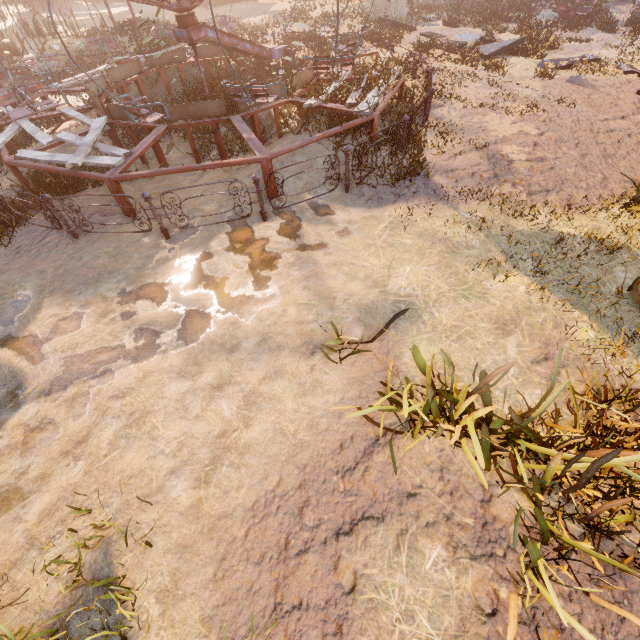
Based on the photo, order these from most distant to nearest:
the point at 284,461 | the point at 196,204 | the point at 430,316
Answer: the point at 196,204 → the point at 430,316 → the point at 284,461

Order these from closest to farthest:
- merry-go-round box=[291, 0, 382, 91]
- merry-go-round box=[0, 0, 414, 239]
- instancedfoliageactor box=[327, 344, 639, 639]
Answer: instancedfoliageactor box=[327, 344, 639, 639]
merry-go-round box=[0, 0, 414, 239]
merry-go-round box=[291, 0, 382, 91]

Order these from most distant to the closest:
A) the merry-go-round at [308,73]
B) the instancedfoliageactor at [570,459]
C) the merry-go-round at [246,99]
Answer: the merry-go-round at [308,73]
the merry-go-round at [246,99]
the instancedfoliageactor at [570,459]

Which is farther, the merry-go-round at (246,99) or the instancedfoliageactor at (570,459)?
the merry-go-round at (246,99)

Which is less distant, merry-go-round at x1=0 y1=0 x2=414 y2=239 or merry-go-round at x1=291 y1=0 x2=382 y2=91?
merry-go-round at x1=0 y1=0 x2=414 y2=239

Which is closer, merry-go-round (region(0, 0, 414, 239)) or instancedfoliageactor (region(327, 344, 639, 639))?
instancedfoliageactor (region(327, 344, 639, 639))
